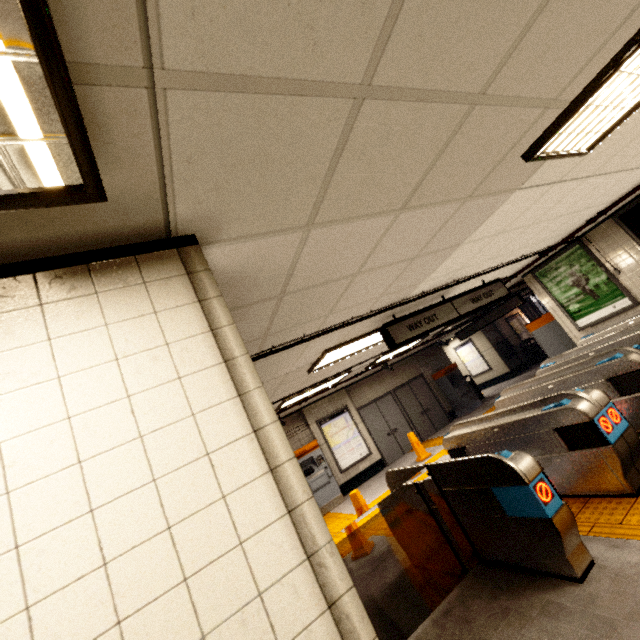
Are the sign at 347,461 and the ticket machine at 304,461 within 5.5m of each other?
yes

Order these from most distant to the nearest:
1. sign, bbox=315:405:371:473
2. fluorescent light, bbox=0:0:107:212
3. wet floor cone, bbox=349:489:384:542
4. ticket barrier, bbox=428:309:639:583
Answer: sign, bbox=315:405:371:473 < wet floor cone, bbox=349:489:384:542 < ticket barrier, bbox=428:309:639:583 < fluorescent light, bbox=0:0:107:212

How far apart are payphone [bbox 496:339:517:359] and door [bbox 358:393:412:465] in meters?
6.6

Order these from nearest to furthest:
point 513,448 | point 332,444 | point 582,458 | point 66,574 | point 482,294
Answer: point 66,574
point 582,458
point 513,448
point 482,294
point 332,444

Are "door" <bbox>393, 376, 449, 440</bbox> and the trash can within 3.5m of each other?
no

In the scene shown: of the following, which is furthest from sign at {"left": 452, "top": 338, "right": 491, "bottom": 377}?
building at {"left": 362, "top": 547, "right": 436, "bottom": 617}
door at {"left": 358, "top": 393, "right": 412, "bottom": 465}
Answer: building at {"left": 362, "top": 547, "right": 436, "bottom": 617}

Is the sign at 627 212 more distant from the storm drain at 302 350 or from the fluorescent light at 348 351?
the fluorescent light at 348 351

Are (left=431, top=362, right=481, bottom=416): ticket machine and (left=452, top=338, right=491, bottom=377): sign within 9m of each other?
yes
